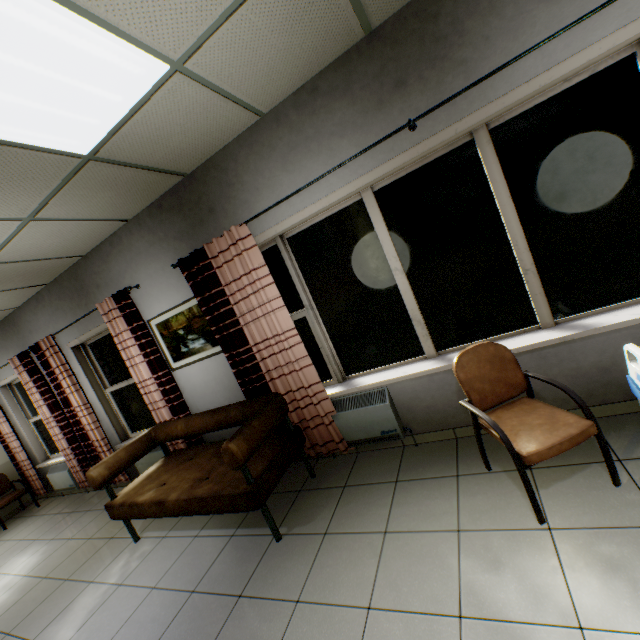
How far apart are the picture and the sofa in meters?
0.6

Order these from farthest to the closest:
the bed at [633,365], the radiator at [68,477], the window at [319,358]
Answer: the radiator at [68,477]
the window at [319,358]
the bed at [633,365]

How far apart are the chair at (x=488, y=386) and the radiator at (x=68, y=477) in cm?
661

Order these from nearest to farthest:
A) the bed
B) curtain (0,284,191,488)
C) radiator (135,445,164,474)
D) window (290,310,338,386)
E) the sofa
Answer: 1. the bed
2. the sofa
3. window (290,310,338,386)
4. curtain (0,284,191,488)
5. radiator (135,445,164,474)

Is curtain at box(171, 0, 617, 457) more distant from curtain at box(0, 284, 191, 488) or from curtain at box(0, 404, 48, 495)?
curtain at box(0, 404, 48, 495)

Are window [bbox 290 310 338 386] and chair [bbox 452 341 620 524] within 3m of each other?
yes

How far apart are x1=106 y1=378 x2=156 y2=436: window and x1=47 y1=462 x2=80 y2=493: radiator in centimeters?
177cm

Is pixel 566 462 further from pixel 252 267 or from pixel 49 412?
pixel 49 412
